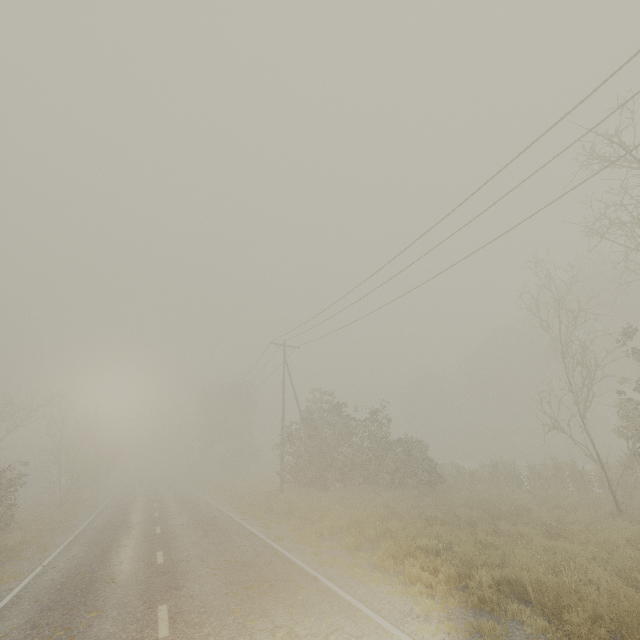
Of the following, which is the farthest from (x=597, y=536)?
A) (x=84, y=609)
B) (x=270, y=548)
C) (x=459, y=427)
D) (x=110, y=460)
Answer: (x=459, y=427)
